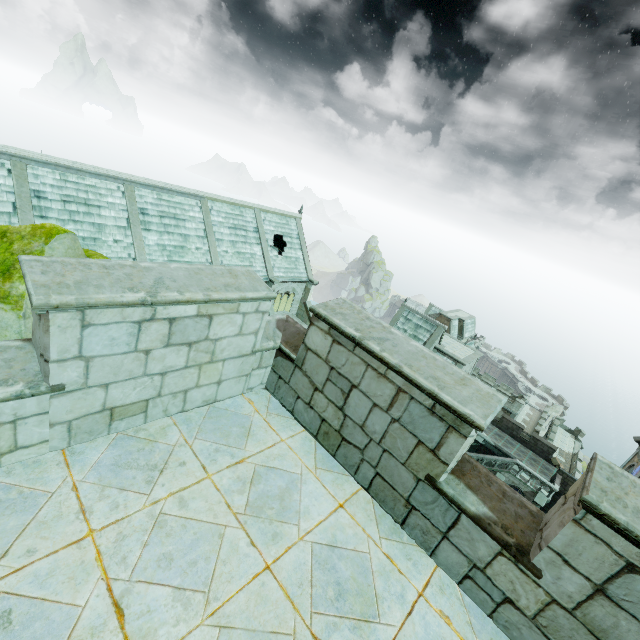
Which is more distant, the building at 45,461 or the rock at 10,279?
the rock at 10,279

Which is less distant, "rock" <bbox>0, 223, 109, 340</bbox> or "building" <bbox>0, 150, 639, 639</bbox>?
"building" <bbox>0, 150, 639, 639</bbox>

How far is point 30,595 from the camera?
2.21m
